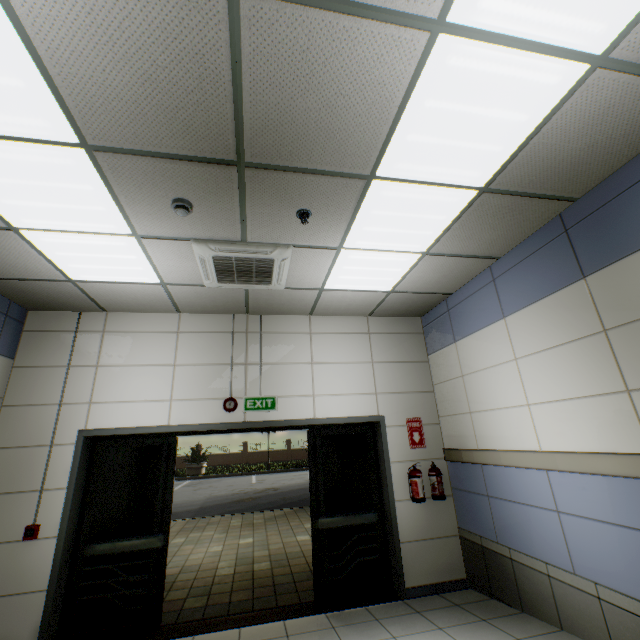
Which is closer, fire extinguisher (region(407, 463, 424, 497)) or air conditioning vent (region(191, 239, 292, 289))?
air conditioning vent (region(191, 239, 292, 289))

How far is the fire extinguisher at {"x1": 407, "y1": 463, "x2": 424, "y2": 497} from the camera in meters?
4.4

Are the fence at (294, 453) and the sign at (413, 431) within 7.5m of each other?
no

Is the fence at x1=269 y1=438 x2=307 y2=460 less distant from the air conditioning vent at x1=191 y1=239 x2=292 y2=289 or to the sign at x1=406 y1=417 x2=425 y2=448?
the sign at x1=406 y1=417 x2=425 y2=448

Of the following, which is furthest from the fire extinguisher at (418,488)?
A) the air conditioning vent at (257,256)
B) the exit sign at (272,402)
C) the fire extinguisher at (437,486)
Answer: the air conditioning vent at (257,256)

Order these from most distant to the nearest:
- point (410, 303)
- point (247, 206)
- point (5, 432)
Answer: point (410, 303) → point (5, 432) → point (247, 206)

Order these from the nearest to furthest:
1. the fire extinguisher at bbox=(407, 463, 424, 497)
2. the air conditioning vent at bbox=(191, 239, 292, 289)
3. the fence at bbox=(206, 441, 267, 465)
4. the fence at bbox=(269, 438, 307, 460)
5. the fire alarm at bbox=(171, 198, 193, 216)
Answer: the fire alarm at bbox=(171, 198, 193, 216) → the air conditioning vent at bbox=(191, 239, 292, 289) → the fire extinguisher at bbox=(407, 463, 424, 497) → the fence at bbox=(206, 441, 267, 465) → the fence at bbox=(269, 438, 307, 460)
